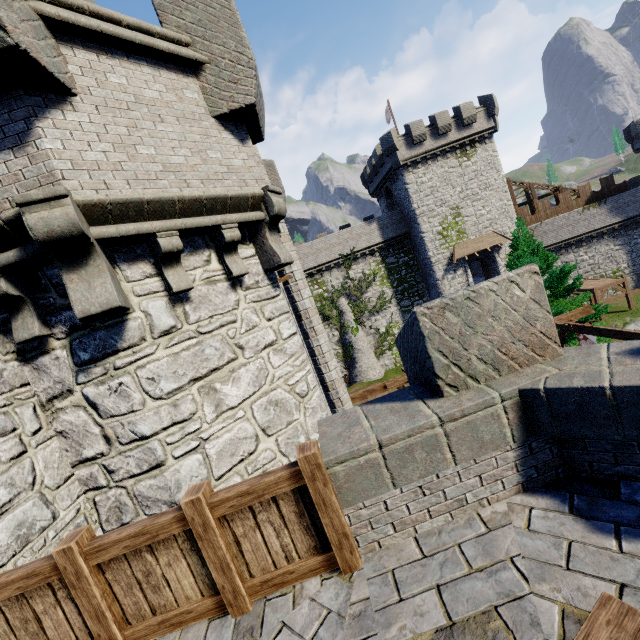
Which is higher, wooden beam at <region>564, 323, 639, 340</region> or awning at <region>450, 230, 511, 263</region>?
awning at <region>450, 230, 511, 263</region>

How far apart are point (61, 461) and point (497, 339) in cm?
561

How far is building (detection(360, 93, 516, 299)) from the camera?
30.41m

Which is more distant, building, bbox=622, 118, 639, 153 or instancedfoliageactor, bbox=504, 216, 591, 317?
building, bbox=622, 118, 639, 153

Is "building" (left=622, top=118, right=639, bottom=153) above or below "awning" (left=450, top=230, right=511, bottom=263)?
above

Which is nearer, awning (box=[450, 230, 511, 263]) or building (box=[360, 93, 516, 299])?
building (box=[360, 93, 516, 299])

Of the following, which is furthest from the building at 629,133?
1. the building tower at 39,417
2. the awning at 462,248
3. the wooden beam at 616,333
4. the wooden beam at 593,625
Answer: the wooden beam at 593,625

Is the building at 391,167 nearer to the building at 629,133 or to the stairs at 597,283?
the stairs at 597,283
